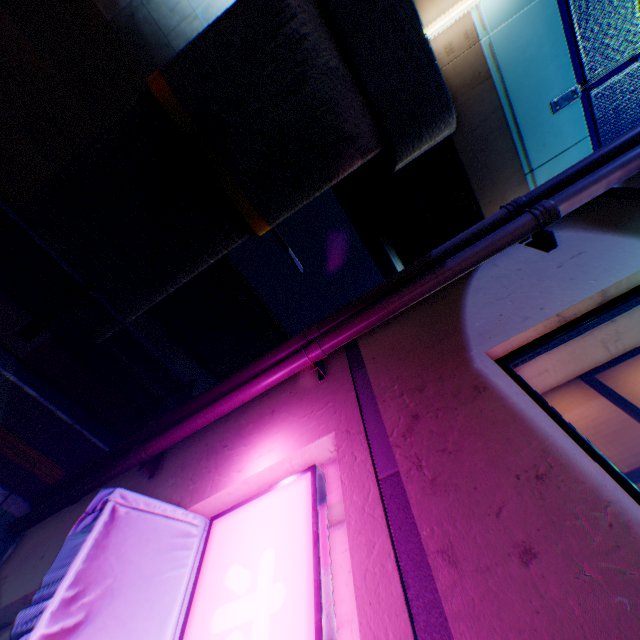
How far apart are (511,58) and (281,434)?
8.1m

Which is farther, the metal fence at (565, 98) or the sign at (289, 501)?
the metal fence at (565, 98)

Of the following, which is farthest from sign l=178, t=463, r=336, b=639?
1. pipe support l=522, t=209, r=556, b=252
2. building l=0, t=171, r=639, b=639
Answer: pipe support l=522, t=209, r=556, b=252

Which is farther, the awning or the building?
the awning

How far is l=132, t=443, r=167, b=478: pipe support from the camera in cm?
388

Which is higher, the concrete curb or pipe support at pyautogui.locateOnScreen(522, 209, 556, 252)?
pipe support at pyautogui.locateOnScreen(522, 209, 556, 252)

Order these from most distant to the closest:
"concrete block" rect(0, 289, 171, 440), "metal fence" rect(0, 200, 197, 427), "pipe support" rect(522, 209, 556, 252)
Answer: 1. "concrete block" rect(0, 289, 171, 440)
2. "metal fence" rect(0, 200, 197, 427)
3. "pipe support" rect(522, 209, 556, 252)

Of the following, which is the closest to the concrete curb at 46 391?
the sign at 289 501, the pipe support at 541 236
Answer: the sign at 289 501
